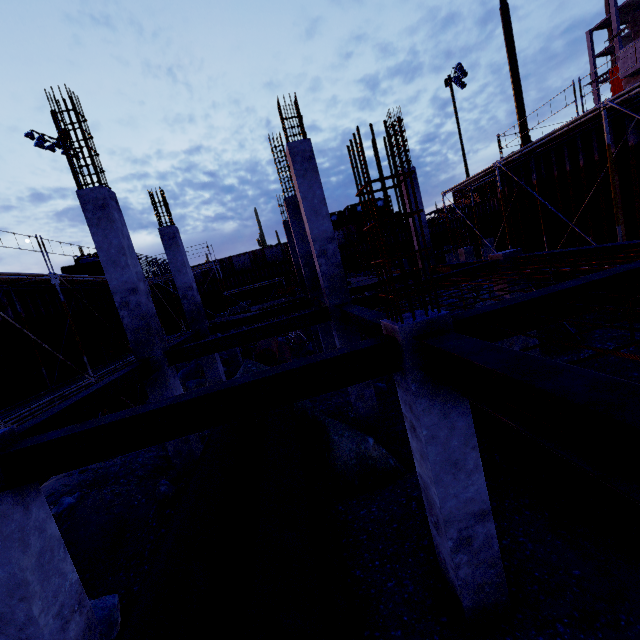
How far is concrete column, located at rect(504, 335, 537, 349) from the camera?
9.2 meters

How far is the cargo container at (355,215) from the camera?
40.25m

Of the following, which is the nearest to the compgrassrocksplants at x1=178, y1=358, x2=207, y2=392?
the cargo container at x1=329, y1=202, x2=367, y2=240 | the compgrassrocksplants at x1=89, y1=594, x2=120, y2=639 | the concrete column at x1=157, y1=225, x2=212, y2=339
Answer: the concrete column at x1=157, y1=225, x2=212, y2=339

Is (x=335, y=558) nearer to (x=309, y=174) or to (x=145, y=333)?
(x=145, y=333)

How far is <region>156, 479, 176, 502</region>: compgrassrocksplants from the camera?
7.81m

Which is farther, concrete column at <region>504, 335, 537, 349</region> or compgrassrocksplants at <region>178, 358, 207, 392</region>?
compgrassrocksplants at <region>178, 358, 207, 392</region>

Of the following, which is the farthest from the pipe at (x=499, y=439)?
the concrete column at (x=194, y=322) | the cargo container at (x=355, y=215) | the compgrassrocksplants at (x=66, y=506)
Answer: the cargo container at (x=355, y=215)

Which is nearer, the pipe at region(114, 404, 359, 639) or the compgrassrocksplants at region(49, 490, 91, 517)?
the pipe at region(114, 404, 359, 639)
